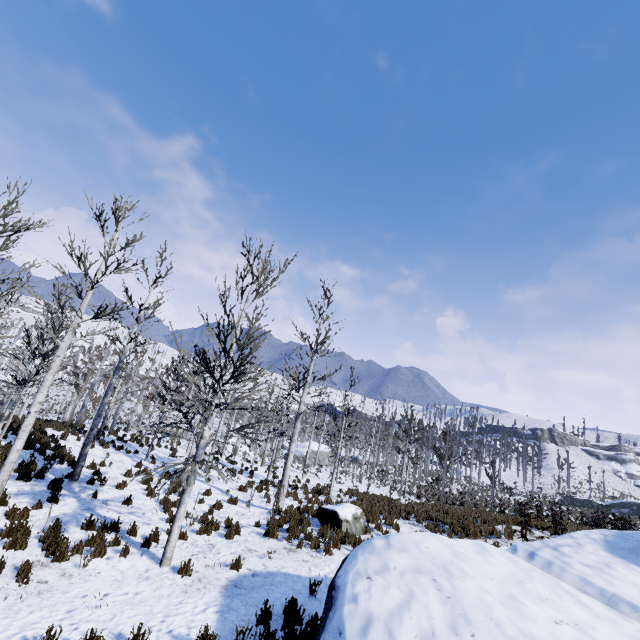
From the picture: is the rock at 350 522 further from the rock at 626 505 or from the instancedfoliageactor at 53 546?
the rock at 626 505

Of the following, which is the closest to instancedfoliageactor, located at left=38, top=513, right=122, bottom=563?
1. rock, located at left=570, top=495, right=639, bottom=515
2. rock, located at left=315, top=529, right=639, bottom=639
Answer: rock, located at left=315, top=529, right=639, bottom=639

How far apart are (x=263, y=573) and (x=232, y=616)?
1.9 meters

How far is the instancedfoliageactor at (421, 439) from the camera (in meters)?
16.44

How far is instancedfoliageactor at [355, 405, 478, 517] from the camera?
16.4 meters

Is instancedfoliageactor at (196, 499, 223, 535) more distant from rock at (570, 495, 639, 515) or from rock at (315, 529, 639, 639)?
rock at (570, 495, 639, 515)

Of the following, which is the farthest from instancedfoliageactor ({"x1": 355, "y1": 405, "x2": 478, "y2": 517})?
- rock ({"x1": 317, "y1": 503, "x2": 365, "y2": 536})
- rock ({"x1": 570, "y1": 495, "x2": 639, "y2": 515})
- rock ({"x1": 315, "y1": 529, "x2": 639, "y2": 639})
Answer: rock ({"x1": 570, "y1": 495, "x2": 639, "y2": 515})
